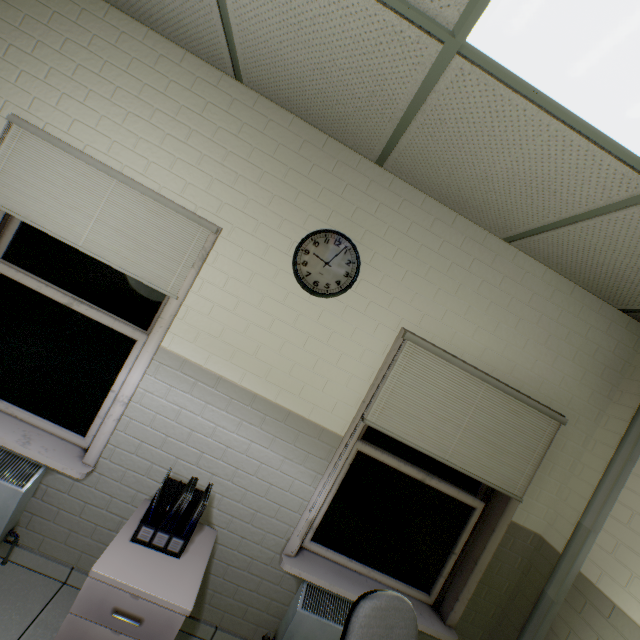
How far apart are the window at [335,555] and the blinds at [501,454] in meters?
0.3

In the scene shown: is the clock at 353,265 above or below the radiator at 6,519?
above

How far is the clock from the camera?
2.04m

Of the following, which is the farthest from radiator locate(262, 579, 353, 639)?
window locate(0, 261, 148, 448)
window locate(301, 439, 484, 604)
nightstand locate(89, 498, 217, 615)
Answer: window locate(0, 261, 148, 448)

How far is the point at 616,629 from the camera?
1.7m

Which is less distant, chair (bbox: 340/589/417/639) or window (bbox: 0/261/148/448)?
chair (bbox: 340/589/417/639)

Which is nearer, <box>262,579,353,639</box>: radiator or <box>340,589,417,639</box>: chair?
<box>340,589,417,639</box>: chair

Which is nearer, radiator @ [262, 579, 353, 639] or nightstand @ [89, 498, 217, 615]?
nightstand @ [89, 498, 217, 615]
